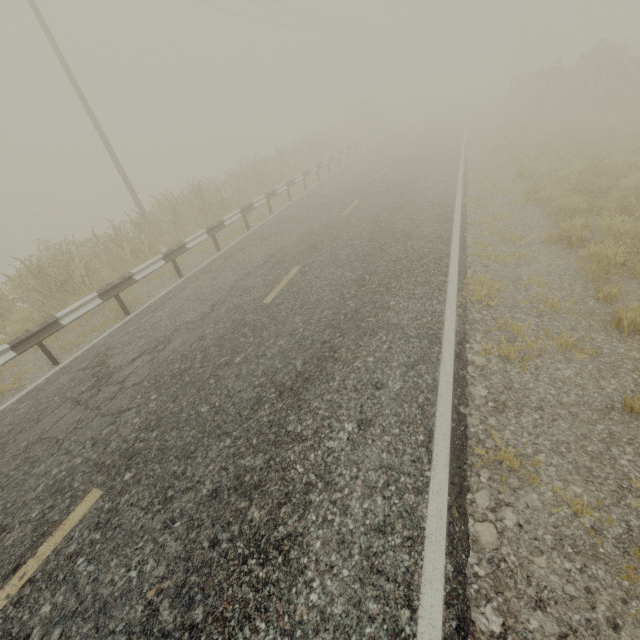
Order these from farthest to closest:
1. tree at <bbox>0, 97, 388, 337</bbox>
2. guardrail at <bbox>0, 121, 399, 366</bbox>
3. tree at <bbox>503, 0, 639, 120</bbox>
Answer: tree at <bbox>503, 0, 639, 120</bbox> < tree at <bbox>0, 97, 388, 337</bbox> < guardrail at <bbox>0, 121, 399, 366</bbox>

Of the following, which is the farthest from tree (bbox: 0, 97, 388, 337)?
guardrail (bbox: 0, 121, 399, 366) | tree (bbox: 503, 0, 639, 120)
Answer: guardrail (bbox: 0, 121, 399, 366)

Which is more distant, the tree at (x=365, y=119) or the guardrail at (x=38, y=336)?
the tree at (x=365, y=119)

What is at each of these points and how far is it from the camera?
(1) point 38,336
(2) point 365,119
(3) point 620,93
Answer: (1) guardrail, 6.32m
(2) tree, 45.22m
(3) tree, 17.83m

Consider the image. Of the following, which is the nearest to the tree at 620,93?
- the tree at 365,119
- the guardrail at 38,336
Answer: the tree at 365,119

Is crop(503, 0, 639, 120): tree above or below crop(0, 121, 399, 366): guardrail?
above

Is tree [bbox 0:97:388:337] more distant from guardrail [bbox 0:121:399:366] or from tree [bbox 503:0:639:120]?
guardrail [bbox 0:121:399:366]
